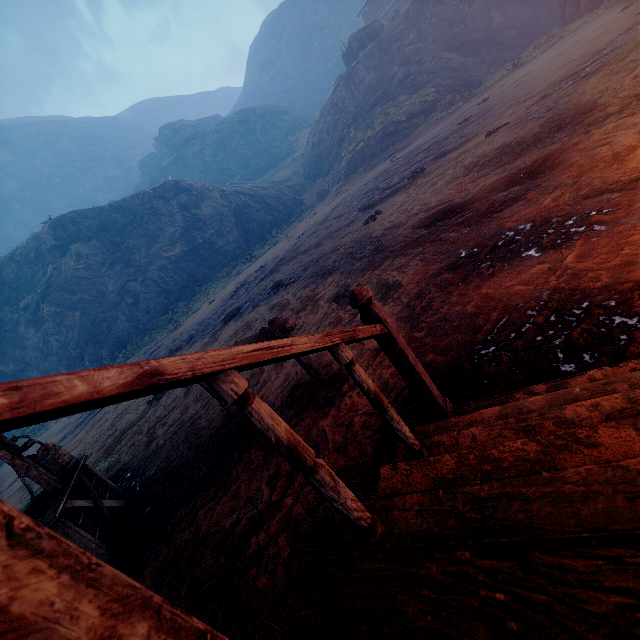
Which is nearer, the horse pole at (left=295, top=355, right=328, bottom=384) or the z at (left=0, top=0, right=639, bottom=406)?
the z at (left=0, top=0, right=639, bottom=406)

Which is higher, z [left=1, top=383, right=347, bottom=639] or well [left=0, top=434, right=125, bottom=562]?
well [left=0, top=434, right=125, bottom=562]

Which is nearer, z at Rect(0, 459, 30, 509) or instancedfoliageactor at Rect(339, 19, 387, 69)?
z at Rect(0, 459, 30, 509)

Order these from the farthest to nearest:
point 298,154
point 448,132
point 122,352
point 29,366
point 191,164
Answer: point 191,164, point 298,154, point 29,366, point 122,352, point 448,132

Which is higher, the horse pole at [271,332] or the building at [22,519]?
the building at [22,519]

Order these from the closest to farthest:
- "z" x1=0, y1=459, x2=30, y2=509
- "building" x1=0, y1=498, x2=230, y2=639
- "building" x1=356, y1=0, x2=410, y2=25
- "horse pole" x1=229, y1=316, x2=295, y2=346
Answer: "building" x1=0, y1=498, x2=230, y2=639 → "horse pole" x1=229, y1=316, x2=295, y2=346 → "z" x1=0, y1=459, x2=30, y2=509 → "building" x1=356, y1=0, x2=410, y2=25

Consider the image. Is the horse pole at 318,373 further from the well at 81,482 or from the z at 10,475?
the well at 81,482

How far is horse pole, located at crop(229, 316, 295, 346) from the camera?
3.09m
